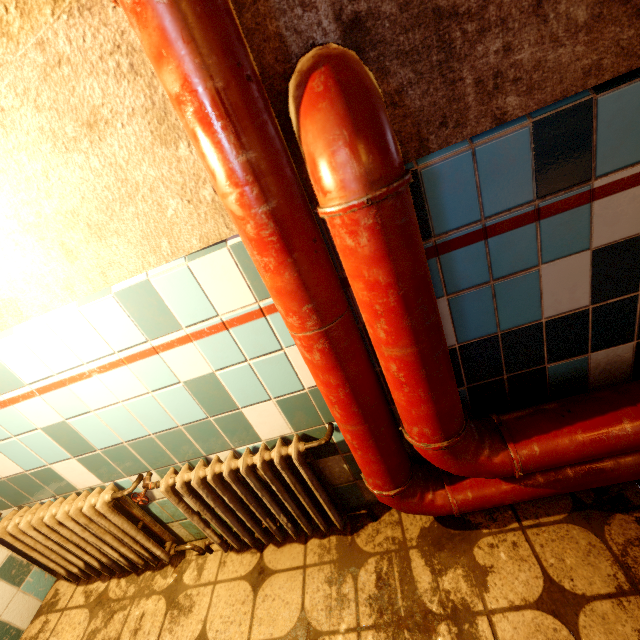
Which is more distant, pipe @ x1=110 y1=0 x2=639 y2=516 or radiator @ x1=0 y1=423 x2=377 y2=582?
radiator @ x1=0 y1=423 x2=377 y2=582

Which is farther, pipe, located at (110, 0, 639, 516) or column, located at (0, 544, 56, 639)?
column, located at (0, 544, 56, 639)

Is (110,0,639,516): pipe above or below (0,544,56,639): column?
above

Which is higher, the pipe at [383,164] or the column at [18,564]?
the pipe at [383,164]

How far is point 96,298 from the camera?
1.1m

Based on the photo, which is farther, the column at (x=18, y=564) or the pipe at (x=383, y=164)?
the column at (x=18, y=564)
